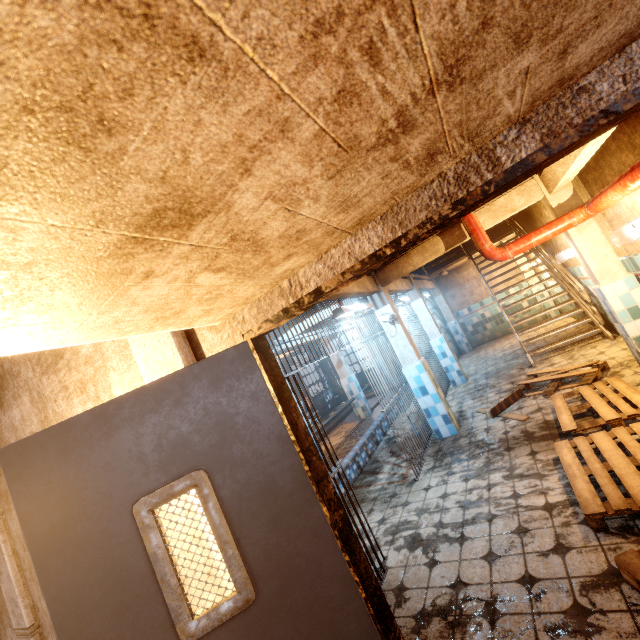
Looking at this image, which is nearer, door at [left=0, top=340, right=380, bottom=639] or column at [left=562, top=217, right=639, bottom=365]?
door at [left=0, top=340, right=380, bottom=639]

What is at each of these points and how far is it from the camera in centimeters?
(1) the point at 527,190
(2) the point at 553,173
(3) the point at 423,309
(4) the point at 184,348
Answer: (1) ceiling beam, 450cm
(2) ceiling beam, 384cm
(3) column, 824cm
(4) trim, 154cm

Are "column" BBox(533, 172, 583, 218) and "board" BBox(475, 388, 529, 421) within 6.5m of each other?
yes

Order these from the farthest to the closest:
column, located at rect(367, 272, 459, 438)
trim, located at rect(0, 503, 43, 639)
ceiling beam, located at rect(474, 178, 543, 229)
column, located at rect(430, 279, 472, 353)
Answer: column, located at rect(430, 279, 472, 353), column, located at rect(367, 272, 459, 438), ceiling beam, located at rect(474, 178, 543, 229), trim, located at rect(0, 503, 43, 639)

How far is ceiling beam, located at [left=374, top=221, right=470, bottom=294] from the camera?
5.0 meters

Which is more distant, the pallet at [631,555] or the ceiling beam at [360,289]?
the ceiling beam at [360,289]

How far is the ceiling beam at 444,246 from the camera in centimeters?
497cm

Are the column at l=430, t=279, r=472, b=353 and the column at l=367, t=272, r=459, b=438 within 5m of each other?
no
